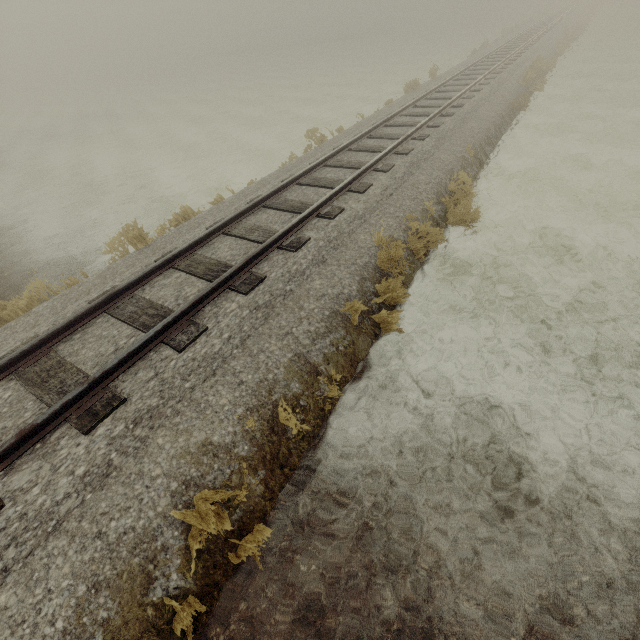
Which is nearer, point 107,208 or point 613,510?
point 613,510
